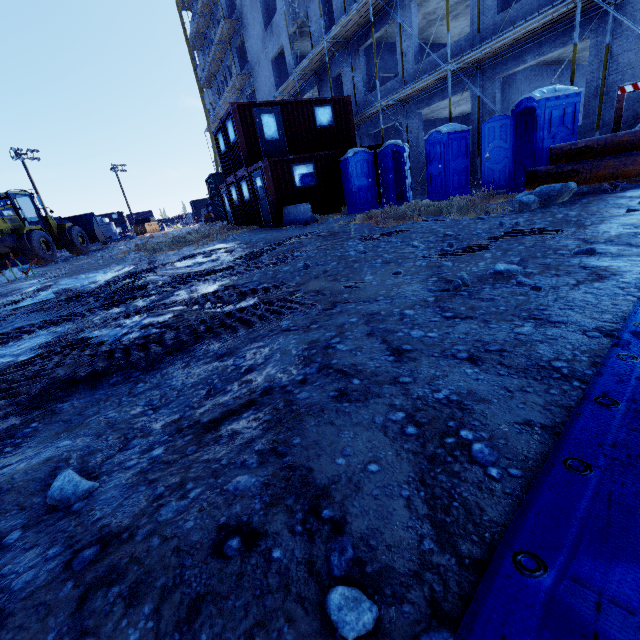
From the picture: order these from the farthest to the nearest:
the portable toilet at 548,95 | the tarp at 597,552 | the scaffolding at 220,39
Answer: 1. the scaffolding at 220,39
2. the portable toilet at 548,95
3. the tarp at 597,552

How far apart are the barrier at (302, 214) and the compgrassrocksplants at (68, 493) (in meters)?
11.06

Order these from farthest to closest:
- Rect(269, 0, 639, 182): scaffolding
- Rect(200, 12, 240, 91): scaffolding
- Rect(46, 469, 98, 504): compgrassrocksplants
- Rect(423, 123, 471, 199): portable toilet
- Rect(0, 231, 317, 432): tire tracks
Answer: Rect(200, 12, 240, 91): scaffolding → Rect(423, 123, 471, 199): portable toilet → Rect(269, 0, 639, 182): scaffolding → Rect(0, 231, 317, 432): tire tracks → Rect(46, 469, 98, 504): compgrassrocksplants

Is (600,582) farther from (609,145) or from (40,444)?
(609,145)

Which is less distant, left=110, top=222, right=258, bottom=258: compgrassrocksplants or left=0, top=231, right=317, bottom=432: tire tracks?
left=0, top=231, right=317, bottom=432: tire tracks

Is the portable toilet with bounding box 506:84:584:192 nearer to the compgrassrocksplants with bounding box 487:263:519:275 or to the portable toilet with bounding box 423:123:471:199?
the portable toilet with bounding box 423:123:471:199

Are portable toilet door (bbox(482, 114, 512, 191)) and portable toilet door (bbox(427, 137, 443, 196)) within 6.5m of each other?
yes

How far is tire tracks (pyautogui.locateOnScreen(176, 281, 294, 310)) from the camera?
3.9 meters
